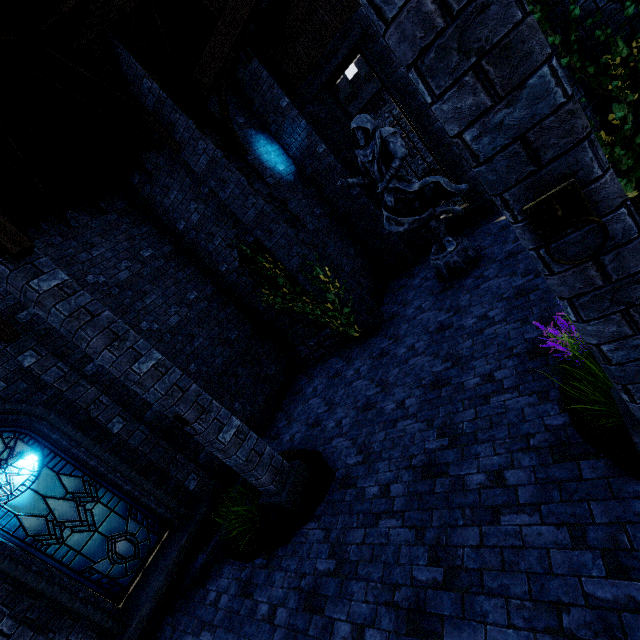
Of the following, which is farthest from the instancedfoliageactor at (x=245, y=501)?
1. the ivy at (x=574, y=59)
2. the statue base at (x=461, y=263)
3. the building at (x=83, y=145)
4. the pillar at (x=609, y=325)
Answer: the ivy at (x=574, y=59)

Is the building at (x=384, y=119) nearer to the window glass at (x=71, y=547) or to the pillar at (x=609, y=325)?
the pillar at (x=609, y=325)

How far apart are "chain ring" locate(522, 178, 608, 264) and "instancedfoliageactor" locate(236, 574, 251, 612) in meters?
5.6

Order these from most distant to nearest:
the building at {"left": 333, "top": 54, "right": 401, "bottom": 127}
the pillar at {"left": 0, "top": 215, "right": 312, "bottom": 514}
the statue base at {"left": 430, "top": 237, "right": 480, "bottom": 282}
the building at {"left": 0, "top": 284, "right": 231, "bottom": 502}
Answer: the building at {"left": 333, "top": 54, "right": 401, "bottom": 127} < the statue base at {"left": 430, "top": 237, "right": 480, "bottom": 282} < the building at {"left": 0, "top": 284, "right": 231, "bottom": 502} < the pillar at {"left": 0, "top": 215, "right": 312, "bottom": 514}

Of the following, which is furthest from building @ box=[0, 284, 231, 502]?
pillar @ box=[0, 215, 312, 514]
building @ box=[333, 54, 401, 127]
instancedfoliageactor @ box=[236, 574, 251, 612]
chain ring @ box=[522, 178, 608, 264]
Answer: building @ box=[333, 54, 401, 127]

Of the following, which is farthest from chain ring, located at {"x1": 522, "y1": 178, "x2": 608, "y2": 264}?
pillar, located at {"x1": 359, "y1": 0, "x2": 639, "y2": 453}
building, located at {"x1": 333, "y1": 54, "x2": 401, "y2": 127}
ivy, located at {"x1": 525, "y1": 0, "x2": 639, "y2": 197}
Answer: building, located at {"x1": 333, "y1": 54, "x2": 401, "y2": 127}

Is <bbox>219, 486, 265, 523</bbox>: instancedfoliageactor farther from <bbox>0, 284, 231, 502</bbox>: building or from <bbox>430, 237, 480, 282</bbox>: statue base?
<bbox>430, 237, 480, 282</bbox>: statue base

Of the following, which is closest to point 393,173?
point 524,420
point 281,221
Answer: point 281,221
